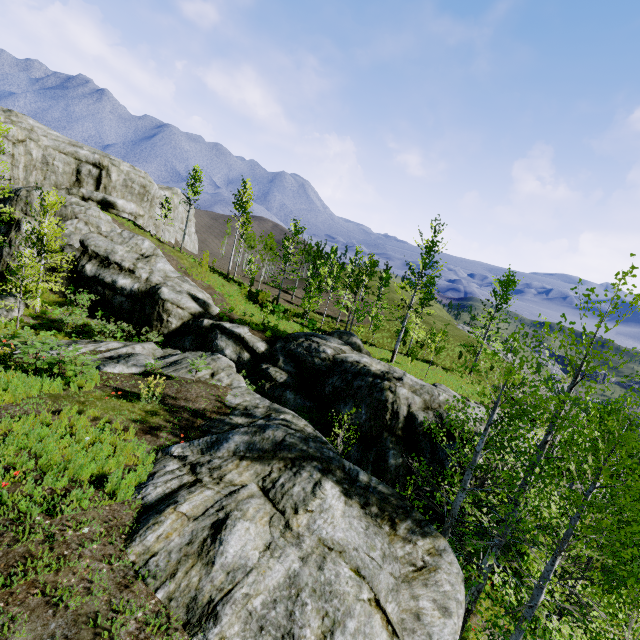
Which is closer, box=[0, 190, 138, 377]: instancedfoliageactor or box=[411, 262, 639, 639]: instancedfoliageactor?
box=[411, 262, 639, 639]: instancedfoliageactor

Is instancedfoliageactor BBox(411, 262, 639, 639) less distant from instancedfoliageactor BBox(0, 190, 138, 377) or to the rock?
the rock

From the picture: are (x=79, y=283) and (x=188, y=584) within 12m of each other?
no

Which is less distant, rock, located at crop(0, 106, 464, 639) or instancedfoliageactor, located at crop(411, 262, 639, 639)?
rock, located at crop(0, 106, 464, 639)

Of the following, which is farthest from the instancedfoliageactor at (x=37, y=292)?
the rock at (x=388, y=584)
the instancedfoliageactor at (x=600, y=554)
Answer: the instancedfoliageactor at (x=600, y=554)

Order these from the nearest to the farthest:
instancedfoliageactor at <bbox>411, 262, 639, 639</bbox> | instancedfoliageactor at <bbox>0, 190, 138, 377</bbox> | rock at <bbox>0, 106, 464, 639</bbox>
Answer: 1. rock at <bbox>0, 106, 464, 639</bbox>
2. instancedfoliageactor at <bbox>411, 262, 639, 639</bbox>
3. instancedfoliageactor at <bbox>0, 190, 138, 377</bbox>

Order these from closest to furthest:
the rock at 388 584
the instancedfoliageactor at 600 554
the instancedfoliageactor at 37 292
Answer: the rock at 388 584 < the instancedfoliageactor at 600 554 < the instancedfoliageactor at 37 292

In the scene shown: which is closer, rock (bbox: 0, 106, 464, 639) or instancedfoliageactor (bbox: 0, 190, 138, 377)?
rock (bbox: 0, 106, 464, 639)
